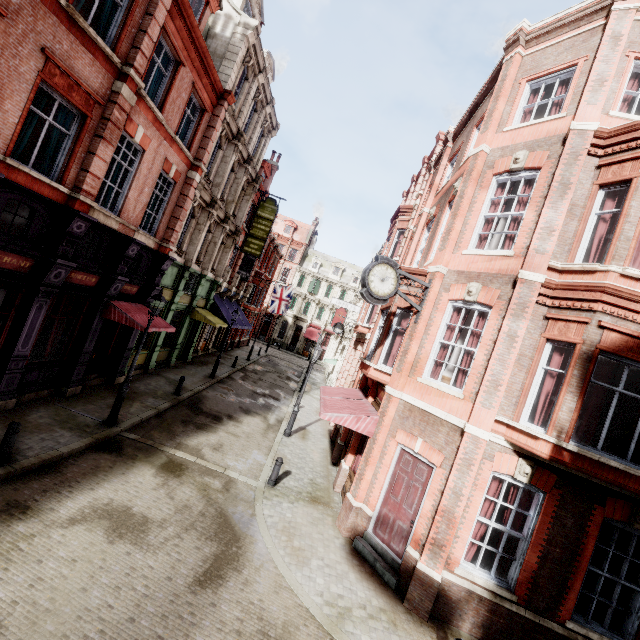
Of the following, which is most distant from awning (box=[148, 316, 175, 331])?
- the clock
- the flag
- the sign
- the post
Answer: the flag

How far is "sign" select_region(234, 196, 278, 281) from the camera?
23.2m

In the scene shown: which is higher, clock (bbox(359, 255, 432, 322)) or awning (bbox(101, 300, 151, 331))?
clock (bbox(359, 255, 432, 322))

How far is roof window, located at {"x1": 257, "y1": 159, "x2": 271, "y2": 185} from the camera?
26.1 meters

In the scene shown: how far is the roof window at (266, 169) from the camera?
26.06m

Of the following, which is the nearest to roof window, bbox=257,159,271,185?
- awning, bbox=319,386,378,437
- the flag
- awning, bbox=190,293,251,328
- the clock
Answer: the flag

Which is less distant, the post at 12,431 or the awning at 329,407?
the post at 12,431

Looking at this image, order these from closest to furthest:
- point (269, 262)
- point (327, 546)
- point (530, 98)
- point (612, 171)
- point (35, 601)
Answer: point (35, 601)
point (612, 171)
point (327, 546)
point (530, 98)
point (269, 262)
